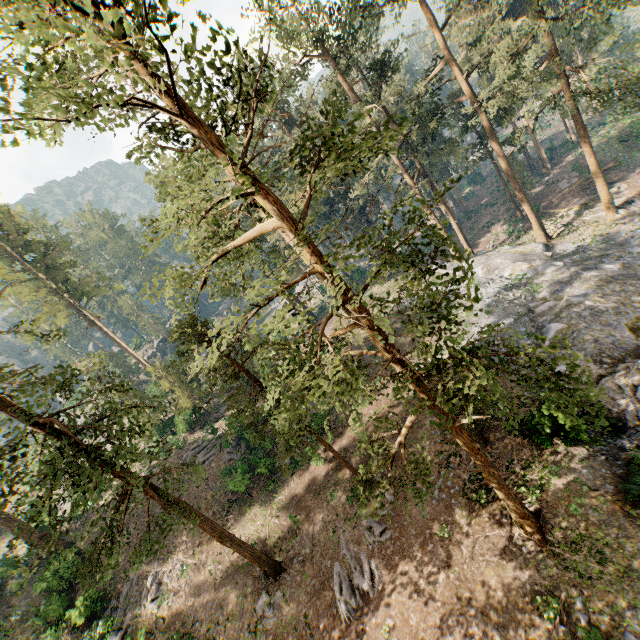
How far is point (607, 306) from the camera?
20.6m

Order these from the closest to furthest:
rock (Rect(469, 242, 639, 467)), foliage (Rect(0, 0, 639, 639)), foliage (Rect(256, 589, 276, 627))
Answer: foliage (Rect(0, 0, 639, 639))
rock (Rect(469, 242, 639, 467))
foliage (Rect(256, 589, 276, 627))

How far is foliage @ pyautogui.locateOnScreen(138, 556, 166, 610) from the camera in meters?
21.9

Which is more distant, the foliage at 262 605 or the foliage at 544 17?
the foliage at 262 605

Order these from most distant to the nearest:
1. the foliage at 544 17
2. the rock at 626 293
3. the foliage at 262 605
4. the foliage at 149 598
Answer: the foliage at 149 598, the foliage at 262 605, the rock at 626 293, the foliage at 544 17

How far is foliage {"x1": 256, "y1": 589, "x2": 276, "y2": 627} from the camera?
17.69m

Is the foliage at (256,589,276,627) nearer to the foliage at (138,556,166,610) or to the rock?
the rock
